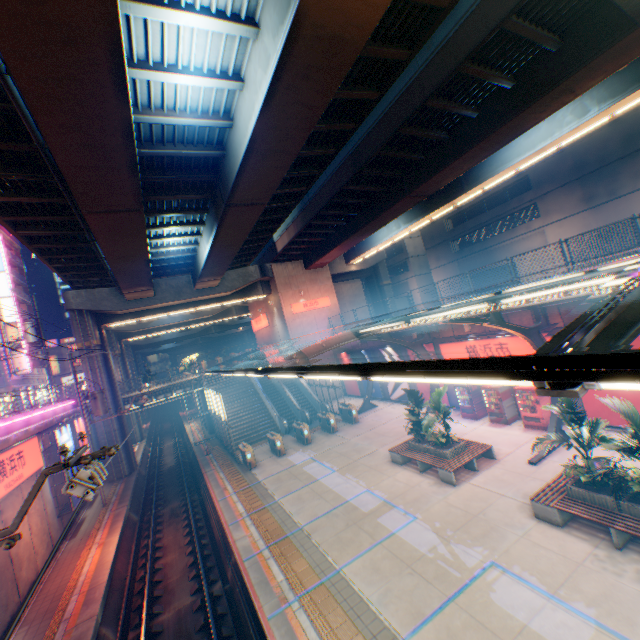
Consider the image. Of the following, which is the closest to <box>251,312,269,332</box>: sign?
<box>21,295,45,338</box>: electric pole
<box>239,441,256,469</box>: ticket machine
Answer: <box>239,441,256,469</box>: ticket machine

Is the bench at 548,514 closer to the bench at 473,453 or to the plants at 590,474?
the plants at 590,474

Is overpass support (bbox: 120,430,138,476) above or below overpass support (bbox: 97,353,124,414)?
below

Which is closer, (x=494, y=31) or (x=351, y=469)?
(x=494, y=31)

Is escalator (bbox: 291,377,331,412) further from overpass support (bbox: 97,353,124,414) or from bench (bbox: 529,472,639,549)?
bench (bbox: 529,472,639,549)

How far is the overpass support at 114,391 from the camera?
25.8m

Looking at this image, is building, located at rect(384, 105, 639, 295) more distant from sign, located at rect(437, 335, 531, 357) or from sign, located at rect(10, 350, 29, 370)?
sign, located at rect(10, 350, 29, 370)

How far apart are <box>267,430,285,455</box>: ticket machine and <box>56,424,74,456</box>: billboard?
10.9m
